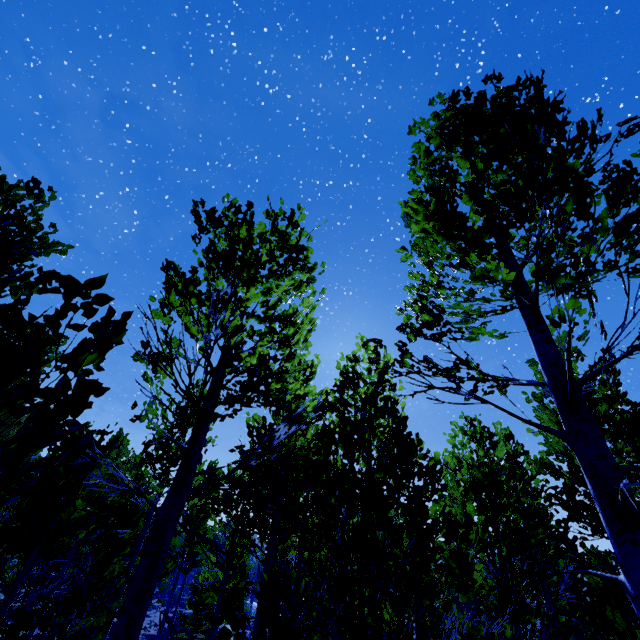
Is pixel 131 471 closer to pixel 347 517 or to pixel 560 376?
pixel 347 517
